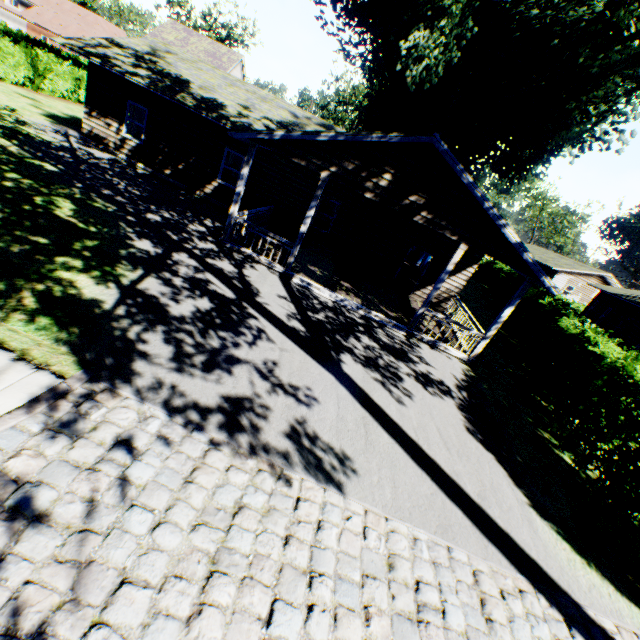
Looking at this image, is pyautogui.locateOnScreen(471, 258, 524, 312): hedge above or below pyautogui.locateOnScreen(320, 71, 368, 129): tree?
below

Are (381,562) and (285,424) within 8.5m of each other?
yes

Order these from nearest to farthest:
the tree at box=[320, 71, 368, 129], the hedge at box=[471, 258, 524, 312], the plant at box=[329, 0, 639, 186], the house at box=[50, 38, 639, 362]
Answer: the house at box=[50, 38, 639, 362] < the plant at box=[329, 0, 639, 186] < the hedge at box=[471, 258, 524, 312] < the tree at box=[320, 71, 368, 129]

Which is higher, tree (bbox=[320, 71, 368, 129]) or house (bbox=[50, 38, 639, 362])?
tree (bbox=[320, 71, 368, 129])

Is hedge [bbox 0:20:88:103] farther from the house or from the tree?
the tree

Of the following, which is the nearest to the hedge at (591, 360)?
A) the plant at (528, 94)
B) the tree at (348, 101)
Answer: the plant at (528, 94)

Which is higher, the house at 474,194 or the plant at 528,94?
the plant at 528,94

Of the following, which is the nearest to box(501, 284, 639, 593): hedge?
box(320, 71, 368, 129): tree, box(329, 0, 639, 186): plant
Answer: box(329, 0, 639, 186): plant
